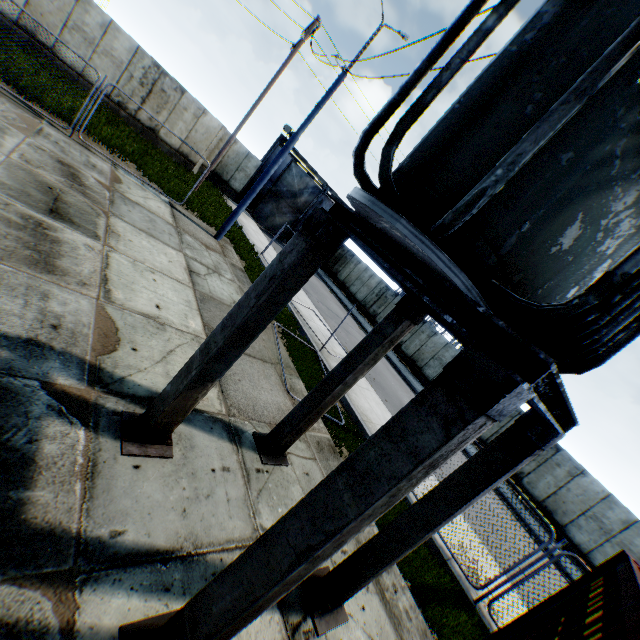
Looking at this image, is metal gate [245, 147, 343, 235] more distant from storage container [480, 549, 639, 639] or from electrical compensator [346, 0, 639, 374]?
storage container [480, 549, 639, 639]

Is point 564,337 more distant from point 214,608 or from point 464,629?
point 464,629

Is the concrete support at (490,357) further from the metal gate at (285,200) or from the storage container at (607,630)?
the metal gate at (285,200)

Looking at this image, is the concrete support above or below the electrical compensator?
below

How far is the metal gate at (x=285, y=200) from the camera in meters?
25.3 m

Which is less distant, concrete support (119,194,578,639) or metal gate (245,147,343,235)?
concrete support (119,194,578,639)

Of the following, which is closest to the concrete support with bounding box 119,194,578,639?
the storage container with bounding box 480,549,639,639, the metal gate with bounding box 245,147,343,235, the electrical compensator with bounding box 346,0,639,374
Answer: the electrical compensator with bounding box 346,0,639,374

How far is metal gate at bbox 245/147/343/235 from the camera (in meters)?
25.34
